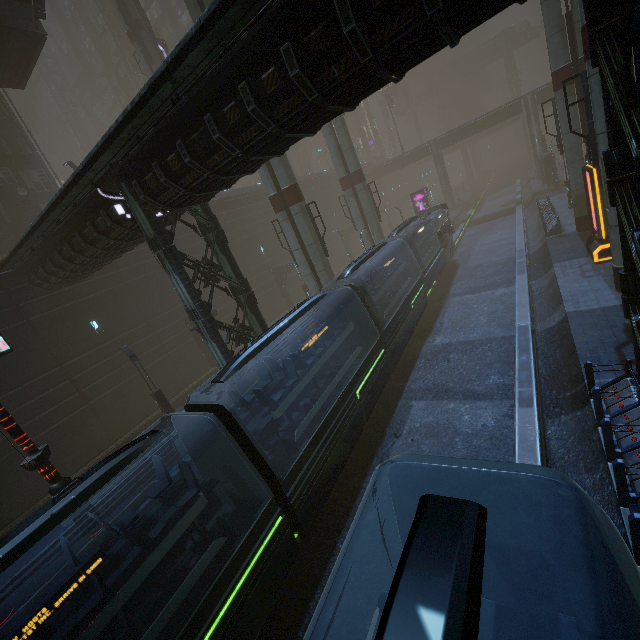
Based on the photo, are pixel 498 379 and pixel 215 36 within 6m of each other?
no

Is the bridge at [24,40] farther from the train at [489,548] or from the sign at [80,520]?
the train at [489,548]

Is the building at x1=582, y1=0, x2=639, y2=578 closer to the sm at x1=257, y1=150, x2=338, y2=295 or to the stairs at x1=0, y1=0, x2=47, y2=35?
the sm at x1=257, y1=150, x2=338, y2=295

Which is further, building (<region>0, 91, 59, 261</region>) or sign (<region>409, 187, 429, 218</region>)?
sign (<region>409, 187, 429, 218</region>)

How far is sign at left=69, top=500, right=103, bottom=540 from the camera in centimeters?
944cm

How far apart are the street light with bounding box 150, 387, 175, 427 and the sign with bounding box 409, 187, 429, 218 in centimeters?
3735cm

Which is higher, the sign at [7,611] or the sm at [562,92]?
the sm at [562,92]

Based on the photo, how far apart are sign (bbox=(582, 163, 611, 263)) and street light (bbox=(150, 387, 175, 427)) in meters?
25.3
